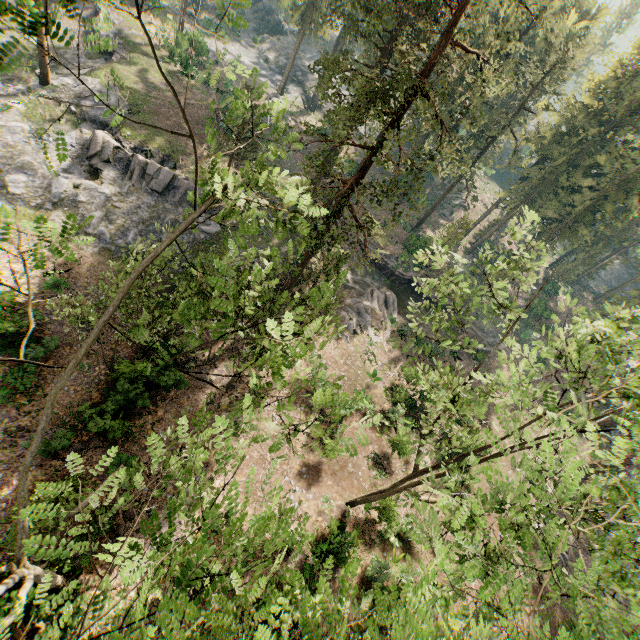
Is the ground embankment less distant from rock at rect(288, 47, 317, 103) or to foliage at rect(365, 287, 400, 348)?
foliage at rect(365, 287, 400, 348)

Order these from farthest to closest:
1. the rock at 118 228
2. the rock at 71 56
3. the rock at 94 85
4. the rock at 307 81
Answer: the rock at 307 81, the rock at 71 56, the rock at 94 85, the rock at 118 228

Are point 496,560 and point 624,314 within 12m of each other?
yes

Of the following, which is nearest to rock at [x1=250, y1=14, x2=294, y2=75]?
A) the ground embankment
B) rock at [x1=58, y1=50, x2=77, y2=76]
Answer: the ground embankment

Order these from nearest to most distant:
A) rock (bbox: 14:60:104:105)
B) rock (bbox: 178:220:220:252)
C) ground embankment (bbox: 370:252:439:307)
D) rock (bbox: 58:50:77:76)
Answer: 1. rock (bbox: 178:220:220:252)
2. rock (bbox: 14:60:104:105)
3. rock (bbox: 58:50:77:76)
4. ground embankment (bbox: 370:252:439:307)

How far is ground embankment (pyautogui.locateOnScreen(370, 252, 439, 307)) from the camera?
36.88m

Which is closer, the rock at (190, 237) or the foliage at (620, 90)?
the foliage at (620, 90)

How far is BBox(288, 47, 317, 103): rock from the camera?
53.7 meters
